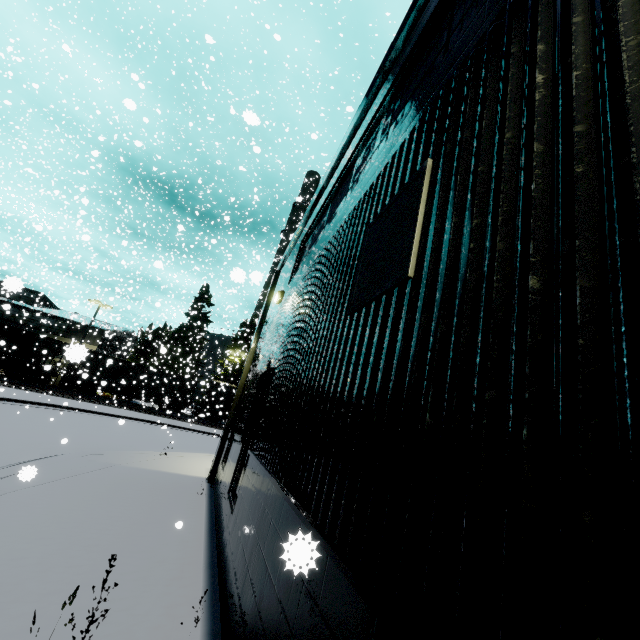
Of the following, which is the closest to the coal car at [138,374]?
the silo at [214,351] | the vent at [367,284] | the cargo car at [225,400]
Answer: the cargo car at [225,400]

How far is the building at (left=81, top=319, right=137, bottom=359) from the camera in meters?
33.7

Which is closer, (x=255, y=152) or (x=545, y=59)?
(x=545, y=59)

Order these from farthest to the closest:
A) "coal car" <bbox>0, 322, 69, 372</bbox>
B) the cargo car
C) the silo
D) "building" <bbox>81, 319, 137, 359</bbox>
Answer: the silo < the cargo car < "building" <bbox>81, 319, 137, 359</bbox> < "coal car" <bbox>0, 322, 69, 372</bbox>

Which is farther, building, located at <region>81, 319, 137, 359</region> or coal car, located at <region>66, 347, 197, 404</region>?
building, located at <region>81, 319, 137, 359</region>

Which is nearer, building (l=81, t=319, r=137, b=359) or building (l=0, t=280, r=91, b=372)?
building (l=0, t=280, r=91, b=372)

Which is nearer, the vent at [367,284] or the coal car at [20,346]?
the vent at [367,284]
